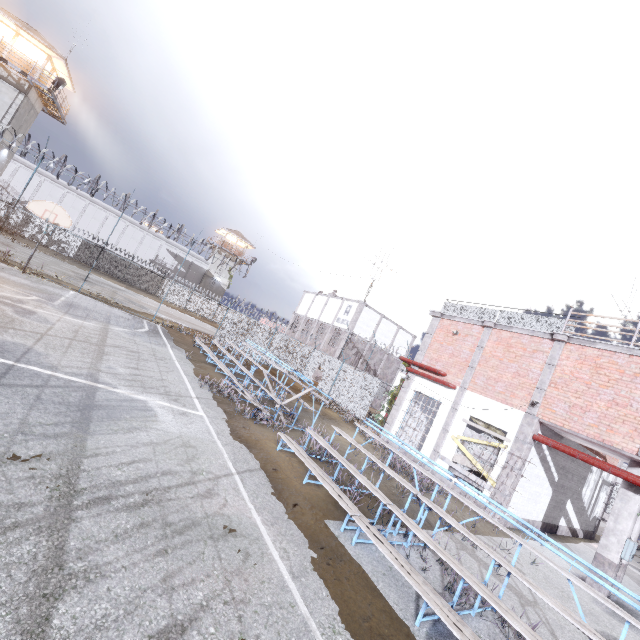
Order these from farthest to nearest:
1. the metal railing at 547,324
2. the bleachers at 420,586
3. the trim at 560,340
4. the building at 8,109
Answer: the building at 8,109 < the metal railing at 547,324 < the trim at 560,340 < the bleachers at 420,586

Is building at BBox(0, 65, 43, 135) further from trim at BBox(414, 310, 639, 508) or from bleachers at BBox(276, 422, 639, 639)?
bleachers at BBox(276, 422, 639, 639)

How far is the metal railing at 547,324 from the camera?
12.65m

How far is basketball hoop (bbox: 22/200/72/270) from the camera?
15.3 meters

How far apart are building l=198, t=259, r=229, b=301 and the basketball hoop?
35.4m

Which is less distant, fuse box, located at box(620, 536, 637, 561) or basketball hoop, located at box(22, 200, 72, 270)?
fuse box, located at box(620, 536, 637, 561)

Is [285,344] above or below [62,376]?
above

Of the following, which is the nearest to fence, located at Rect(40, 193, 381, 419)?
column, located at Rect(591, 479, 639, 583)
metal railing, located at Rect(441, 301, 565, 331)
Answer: metal railing, located at Rect(441, 301, 565, 331)
